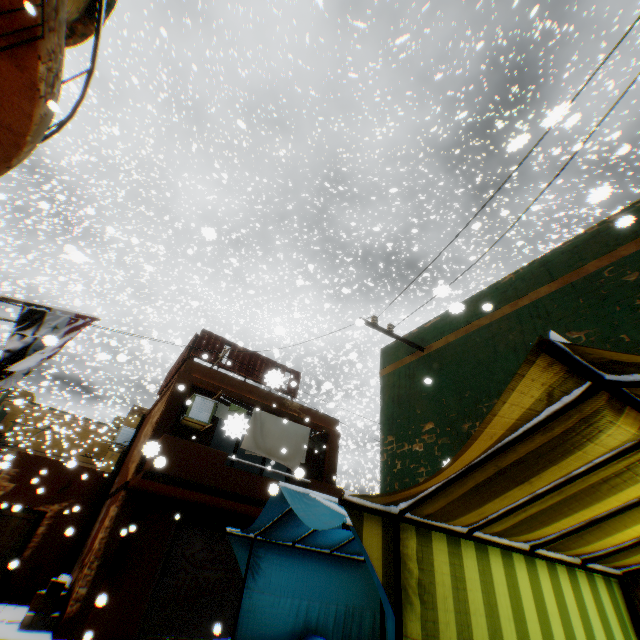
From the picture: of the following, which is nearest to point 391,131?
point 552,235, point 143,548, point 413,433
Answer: point 413,433

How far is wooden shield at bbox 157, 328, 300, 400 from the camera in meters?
11.7

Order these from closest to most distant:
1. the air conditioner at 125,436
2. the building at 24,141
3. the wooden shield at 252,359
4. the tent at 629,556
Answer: the tent at 629,556
the building at 24,141
the wooden shield at 252,359
the air conditioner at 125,436

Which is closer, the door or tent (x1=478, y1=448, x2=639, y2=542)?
tent (x1=478, y1=448, x2=639, y2=542)

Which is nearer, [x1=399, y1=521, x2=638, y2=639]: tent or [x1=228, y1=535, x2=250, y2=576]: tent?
[x1=399, y1=521, x2=638, y2=639]: tent

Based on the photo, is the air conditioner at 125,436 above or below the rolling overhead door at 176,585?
above

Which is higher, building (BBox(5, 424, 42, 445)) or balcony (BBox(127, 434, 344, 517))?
building (BBox(5, 424, 42, 445))
